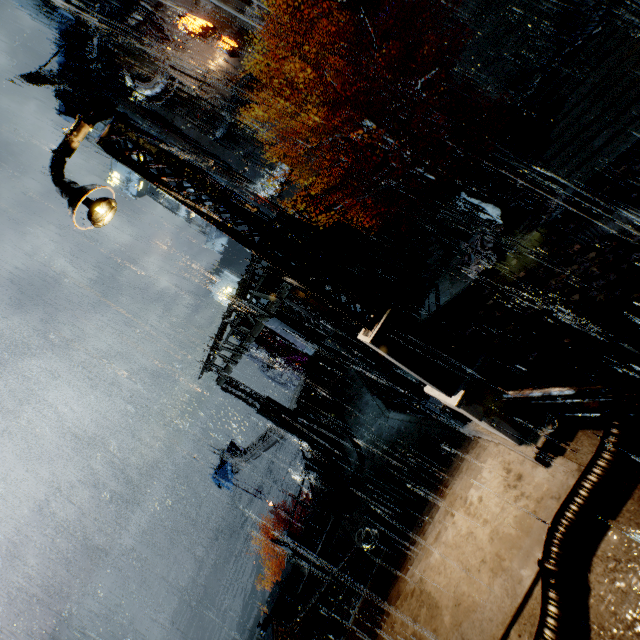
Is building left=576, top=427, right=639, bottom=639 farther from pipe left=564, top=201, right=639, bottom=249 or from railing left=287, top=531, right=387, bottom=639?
pipe left=564, top=201, right=639, bottom=249

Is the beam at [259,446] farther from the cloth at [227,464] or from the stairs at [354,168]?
the stairs at [354,168]

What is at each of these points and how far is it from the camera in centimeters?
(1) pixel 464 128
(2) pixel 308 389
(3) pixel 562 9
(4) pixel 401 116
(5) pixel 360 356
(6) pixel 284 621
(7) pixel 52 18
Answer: (1) building vent, 2458cm
(2) trash can, 2061cm
(3) stairs, 1517cm
(4) building vent, 2505cm
(5) building, 1442cm
(6) trash bag, 1227cm
(7) building, 3634cm

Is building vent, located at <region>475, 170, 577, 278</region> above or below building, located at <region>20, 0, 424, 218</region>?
below

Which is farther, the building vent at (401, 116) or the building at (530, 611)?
the building vent at (401, 116)

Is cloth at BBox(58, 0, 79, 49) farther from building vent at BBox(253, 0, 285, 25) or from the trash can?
the trash can

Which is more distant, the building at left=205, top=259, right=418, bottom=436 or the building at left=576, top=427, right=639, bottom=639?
the building at left=205, top=259, right=418, bottom=436

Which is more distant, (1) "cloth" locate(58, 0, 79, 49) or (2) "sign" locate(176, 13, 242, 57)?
(1) "cloth" locate(58, 0, 79, 49)
